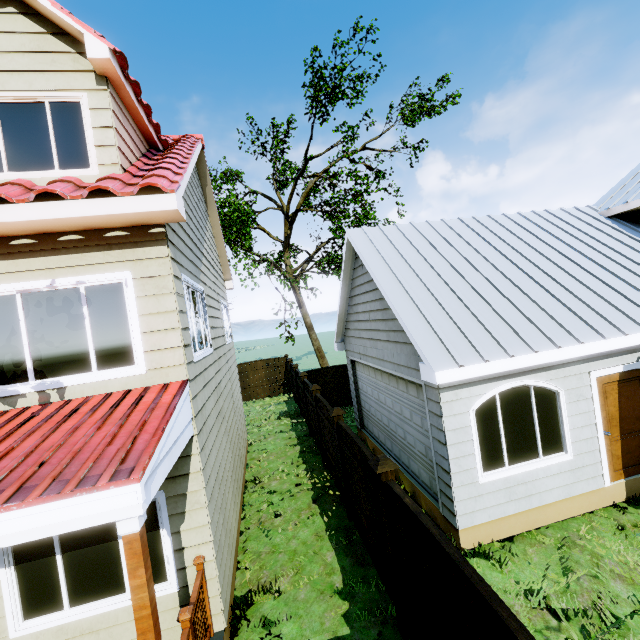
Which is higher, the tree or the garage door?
the tree

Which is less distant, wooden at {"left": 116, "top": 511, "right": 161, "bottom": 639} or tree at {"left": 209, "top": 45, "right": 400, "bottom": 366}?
wooden at {"left": 116, "top": 511, "right": 161, "bottom": 639}

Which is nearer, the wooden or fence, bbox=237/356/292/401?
the wooden

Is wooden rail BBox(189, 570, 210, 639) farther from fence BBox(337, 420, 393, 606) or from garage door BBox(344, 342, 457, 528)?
garage door BBox(344, 342, 457, 528)

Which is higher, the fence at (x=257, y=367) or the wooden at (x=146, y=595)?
the wooden at (x=146, y=595)

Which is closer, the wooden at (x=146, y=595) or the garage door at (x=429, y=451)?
the wooden at (x=146, y=595)

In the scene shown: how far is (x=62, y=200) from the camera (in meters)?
4.18

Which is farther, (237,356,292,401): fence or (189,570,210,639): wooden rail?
(237,356,292,401): fence
